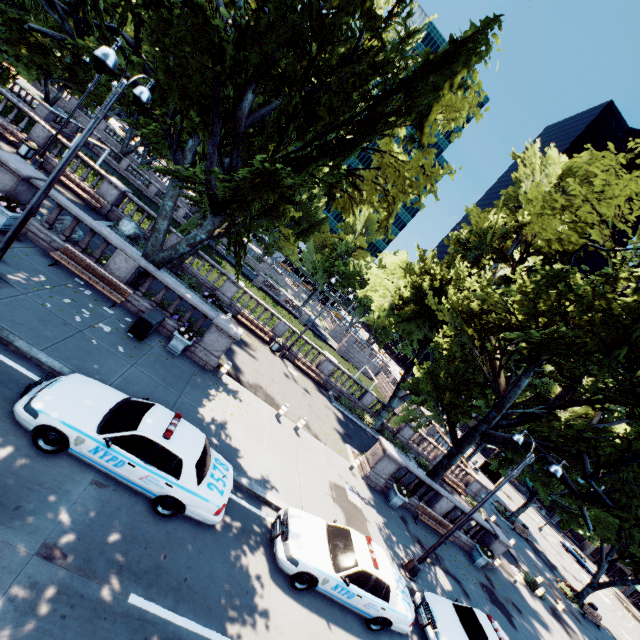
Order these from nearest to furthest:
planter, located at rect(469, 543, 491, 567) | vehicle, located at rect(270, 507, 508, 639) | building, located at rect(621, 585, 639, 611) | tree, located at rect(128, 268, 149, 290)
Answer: vehicle, located at rect(270, 507, 508, 639) → tree, located at rect(128, 268, 149, 290) → planter, located at rect(469, 543, 491, 567) → building, located at rect(621, 585, 639, 611)

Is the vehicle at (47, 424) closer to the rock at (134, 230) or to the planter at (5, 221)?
the planter at (5, 221)

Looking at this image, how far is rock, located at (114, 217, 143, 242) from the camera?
20.70m

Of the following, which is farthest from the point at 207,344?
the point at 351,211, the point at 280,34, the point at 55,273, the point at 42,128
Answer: the point at 42,128

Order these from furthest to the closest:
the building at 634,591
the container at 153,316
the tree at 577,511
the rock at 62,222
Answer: the building at 634,591, the rock at 62,222, the container at 153,316, the tree at 577,511

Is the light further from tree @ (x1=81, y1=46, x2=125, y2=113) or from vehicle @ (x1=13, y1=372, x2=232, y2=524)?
vehicle @ (x1=13, y1=372, x2=232, y2=524)

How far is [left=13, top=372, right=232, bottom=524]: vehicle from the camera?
6.88m

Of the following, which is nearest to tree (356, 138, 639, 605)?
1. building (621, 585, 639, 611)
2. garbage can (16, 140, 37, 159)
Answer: building (621, 585, 639, 611)
